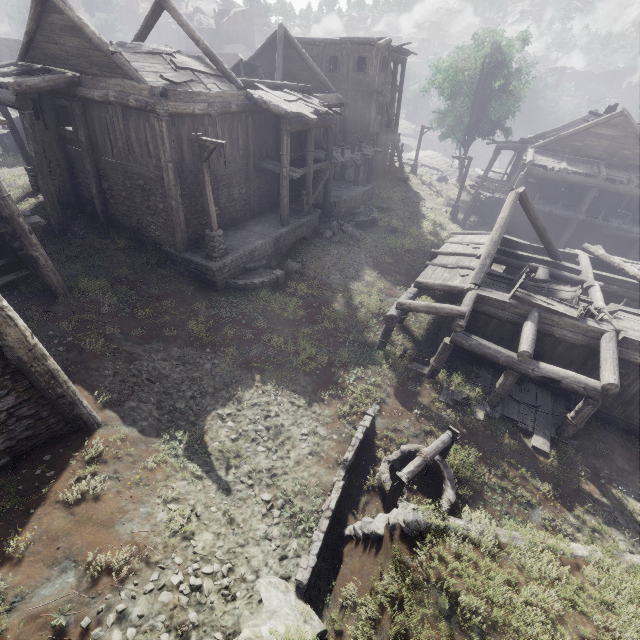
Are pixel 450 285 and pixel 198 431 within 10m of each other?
no

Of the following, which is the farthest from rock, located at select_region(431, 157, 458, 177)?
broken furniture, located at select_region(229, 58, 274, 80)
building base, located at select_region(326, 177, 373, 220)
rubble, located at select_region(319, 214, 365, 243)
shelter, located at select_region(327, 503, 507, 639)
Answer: shelter, located at select_region(327, 503, 507, 639)

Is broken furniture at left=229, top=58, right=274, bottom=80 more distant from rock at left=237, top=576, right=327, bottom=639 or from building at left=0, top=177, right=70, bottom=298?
rock at left=237, top=576, right=327, bottom=639

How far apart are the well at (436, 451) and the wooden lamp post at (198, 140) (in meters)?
10.05

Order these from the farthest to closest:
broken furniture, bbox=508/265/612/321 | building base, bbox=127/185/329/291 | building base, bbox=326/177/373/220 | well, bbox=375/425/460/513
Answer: building base, bbox=326/177/373/220, building base, bbox=127/185/329/291, broken furniture, bbox=508/265/612/321, well, bbox=375/425/460/513

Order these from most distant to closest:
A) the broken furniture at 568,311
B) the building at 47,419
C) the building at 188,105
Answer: the building at 188,105, the broken furniture at 568,311, the building at 47,419

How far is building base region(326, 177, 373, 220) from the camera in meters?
21.3 m

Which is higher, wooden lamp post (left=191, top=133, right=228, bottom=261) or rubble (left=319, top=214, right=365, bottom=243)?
wooden lamp post (left=191, top=133, right=228, bottom=261)
